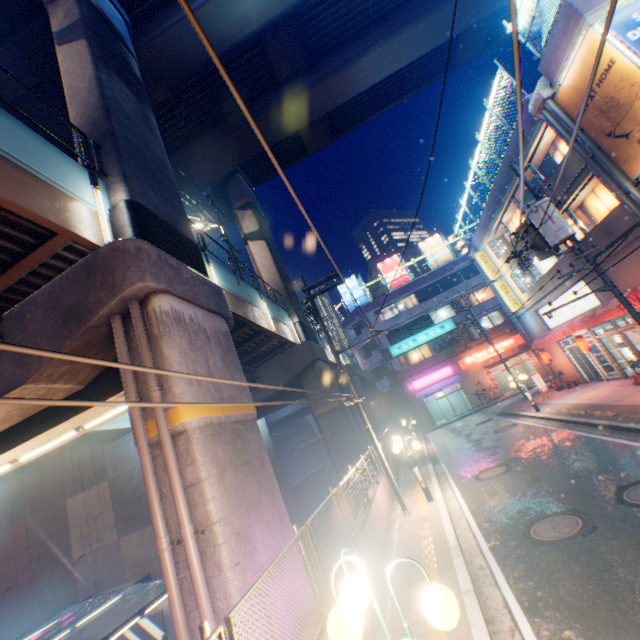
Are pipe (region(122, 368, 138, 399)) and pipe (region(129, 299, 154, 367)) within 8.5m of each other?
yes

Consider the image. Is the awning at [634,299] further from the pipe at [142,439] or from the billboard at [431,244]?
the billboard at [431,244]

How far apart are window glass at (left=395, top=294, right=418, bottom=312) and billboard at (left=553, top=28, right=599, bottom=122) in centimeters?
2685cm

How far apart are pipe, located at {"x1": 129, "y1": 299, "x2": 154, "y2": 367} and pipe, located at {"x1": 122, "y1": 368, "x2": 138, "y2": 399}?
0.24m

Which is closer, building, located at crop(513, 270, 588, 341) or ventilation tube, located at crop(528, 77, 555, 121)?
ventilation tube, located at crop(528, 77, 555, 121)

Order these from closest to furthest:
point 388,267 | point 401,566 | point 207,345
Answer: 1. point 401,566
2. point 207,345
3. point 388,267

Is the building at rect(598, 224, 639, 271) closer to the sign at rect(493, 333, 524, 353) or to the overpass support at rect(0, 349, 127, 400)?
the sign at rect(493, 333, 524, 353)

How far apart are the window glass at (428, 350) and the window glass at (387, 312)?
4.4 meters
